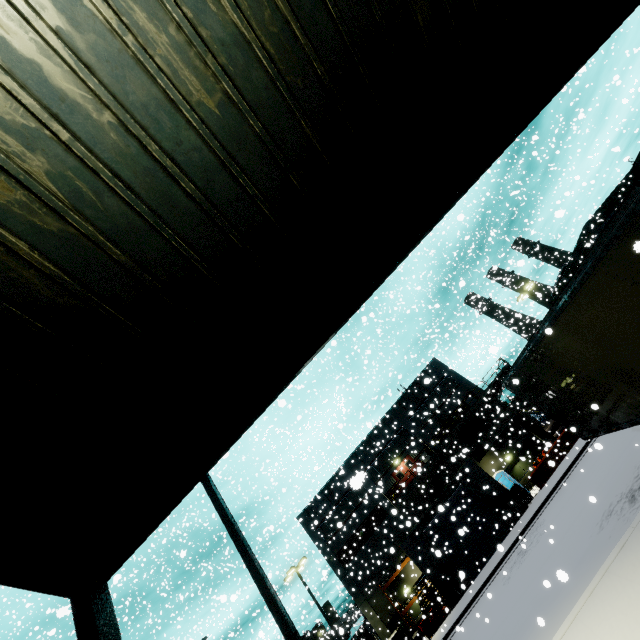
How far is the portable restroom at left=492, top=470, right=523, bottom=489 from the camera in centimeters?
2986cm

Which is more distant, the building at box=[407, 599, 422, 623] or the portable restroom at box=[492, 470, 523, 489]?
the portable restroom at box=[492, 470, 523, 489]

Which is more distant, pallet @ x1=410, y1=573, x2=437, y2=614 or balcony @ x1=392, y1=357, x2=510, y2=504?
balcony @ x1=392, y1=357, x2=510, y2=504

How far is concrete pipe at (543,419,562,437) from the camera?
34.75m

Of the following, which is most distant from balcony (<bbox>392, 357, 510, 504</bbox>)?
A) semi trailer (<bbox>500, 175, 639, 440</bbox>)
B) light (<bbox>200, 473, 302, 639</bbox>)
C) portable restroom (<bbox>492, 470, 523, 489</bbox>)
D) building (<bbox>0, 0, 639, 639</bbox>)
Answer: light (<bbox>200, 473, 302, 639</bbox>)

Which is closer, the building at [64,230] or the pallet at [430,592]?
the building at [64,230]

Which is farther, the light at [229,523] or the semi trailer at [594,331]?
the light at [229,523]

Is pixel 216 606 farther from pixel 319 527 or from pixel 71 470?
pixel 71 470
